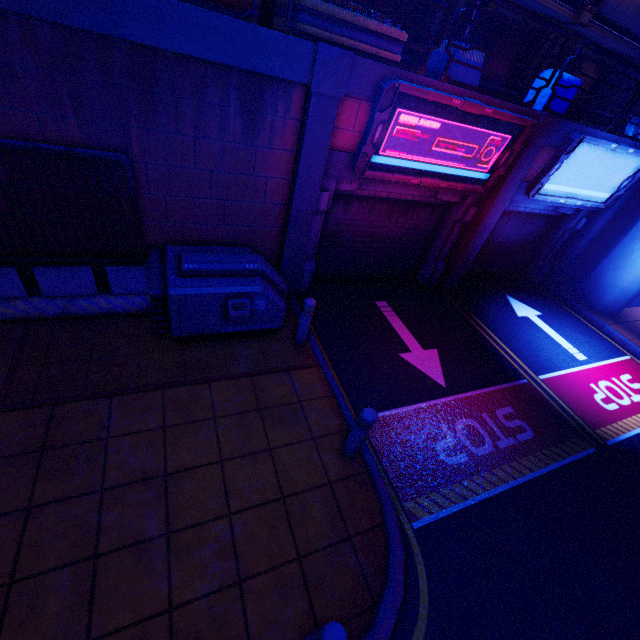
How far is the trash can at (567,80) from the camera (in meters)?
7.46

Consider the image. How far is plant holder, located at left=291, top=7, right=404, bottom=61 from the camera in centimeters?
489cm

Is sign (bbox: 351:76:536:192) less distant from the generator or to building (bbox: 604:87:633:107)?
the generator

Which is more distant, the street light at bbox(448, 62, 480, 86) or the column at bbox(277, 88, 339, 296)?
the street light at bbox(448, 62, 480, 86)

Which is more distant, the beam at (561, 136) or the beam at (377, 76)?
the beam at (561, 136)

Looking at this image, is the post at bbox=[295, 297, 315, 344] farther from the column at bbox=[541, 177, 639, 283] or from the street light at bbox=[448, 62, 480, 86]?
the column at bbox=[541, 177, 639, 283]

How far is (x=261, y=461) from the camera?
4.6 meters

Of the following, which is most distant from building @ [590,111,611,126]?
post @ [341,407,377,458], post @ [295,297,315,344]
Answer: post @ [341,407,377,458]
